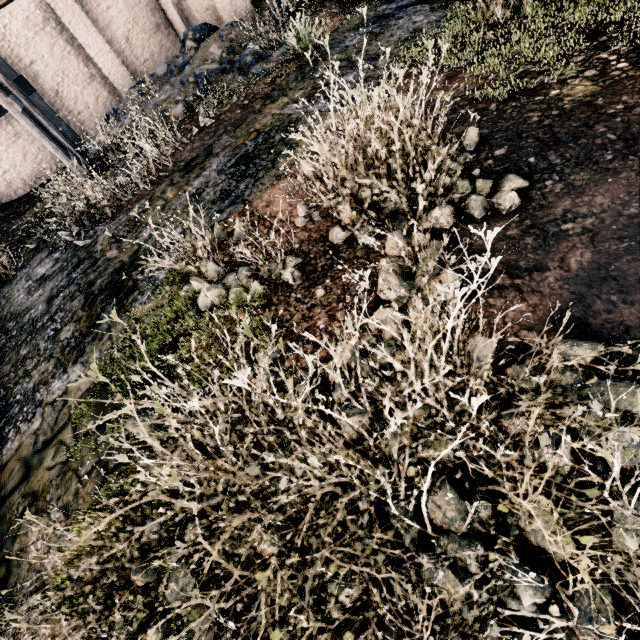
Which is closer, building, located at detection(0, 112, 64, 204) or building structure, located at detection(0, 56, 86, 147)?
building structure, located at detection(0, 56, 86, 147)

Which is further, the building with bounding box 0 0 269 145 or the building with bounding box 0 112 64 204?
the building with bounding box 0 112 64 204

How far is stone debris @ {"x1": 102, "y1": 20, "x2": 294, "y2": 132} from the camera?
12.1 meters

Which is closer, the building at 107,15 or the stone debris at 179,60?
the stone debris at 179,60

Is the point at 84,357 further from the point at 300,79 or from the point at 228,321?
the point at 300,79

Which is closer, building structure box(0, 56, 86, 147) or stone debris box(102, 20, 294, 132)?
stone debris box(102, 20, 294, 132)

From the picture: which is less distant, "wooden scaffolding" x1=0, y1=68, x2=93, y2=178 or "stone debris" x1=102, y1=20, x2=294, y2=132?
"wooden scaffolding" x1=0, y1=68, x2=93, y2=178

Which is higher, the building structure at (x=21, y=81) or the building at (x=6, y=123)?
the building structure at (x=21, y=81)
